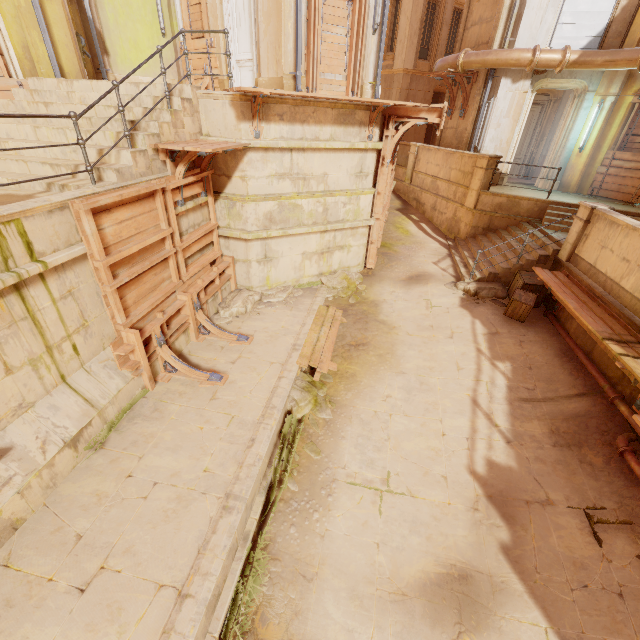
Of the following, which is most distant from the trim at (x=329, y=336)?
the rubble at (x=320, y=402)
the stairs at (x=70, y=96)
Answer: the stairs at (x=70, y=96)

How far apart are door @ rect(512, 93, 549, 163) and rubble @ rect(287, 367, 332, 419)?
14.1 meters

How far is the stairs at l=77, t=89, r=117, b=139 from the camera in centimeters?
612cm

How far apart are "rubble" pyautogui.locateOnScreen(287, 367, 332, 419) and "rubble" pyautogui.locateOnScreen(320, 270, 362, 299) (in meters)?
3.27

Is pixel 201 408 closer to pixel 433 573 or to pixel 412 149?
pixel 433 573

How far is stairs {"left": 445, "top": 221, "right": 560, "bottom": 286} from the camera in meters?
9.5 m

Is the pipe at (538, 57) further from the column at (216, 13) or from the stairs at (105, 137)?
the stairs at (105, 137)

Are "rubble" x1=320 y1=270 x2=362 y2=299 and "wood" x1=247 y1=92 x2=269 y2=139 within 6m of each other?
yes
